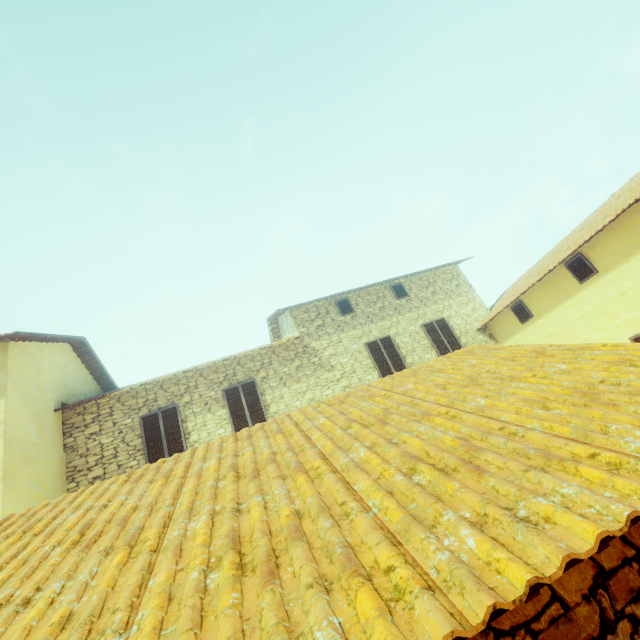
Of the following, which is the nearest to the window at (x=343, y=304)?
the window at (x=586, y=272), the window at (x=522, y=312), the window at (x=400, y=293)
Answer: the window at (x=400, y=293)

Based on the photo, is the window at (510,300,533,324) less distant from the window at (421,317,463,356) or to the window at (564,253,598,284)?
the window at (564,253,598,284)

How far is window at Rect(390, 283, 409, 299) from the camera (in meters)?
13.09

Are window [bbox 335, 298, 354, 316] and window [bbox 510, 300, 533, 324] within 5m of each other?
no

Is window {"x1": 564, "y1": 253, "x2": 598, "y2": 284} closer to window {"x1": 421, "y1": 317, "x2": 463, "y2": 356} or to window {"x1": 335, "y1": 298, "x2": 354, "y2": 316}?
window {"x1": 421, "y1": 317, "x2": 463, "y2": 356}

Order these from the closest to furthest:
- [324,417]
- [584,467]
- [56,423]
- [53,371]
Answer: [584,467] < [324,417] < [56,423] < [53,371]

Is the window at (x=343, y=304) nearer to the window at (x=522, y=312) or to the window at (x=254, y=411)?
the window at (x=522, y=312)

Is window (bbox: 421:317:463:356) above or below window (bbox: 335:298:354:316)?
below
